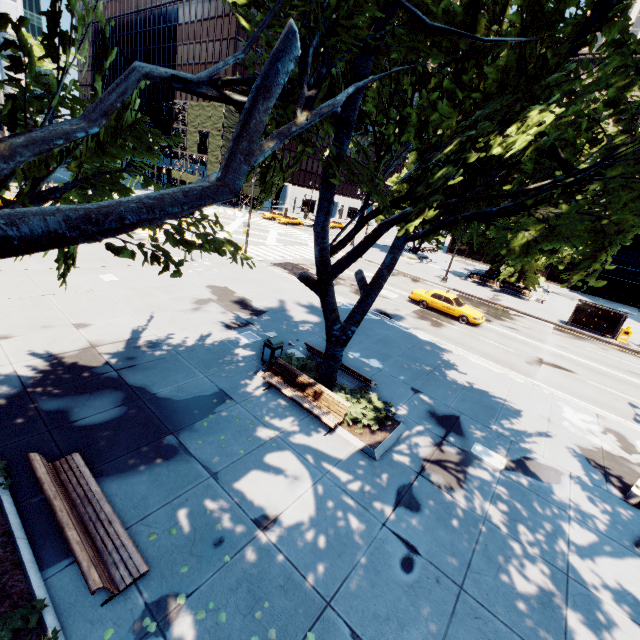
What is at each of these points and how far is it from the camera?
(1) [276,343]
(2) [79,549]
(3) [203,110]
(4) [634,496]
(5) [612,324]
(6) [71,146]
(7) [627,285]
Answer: (1) garbage can, 11.5m
(2) bench, 4.6m
(3) scaffolding, 53.6m
(4) pillar, 9.0m
(5) bus stop, 26.2m
(6) tree, 4.6m
(7) building, 46.8m

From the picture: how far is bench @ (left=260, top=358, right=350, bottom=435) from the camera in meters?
9.1 m

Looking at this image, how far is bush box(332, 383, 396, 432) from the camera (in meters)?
9.38

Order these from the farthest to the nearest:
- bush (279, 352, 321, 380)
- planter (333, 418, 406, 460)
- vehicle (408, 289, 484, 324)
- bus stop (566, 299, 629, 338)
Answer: bus stop (566, 299, 629, 338), vehicle (408, 289, 484, 324), bush (279, 352, 321, 380), planter (333, 418, 406, 460)

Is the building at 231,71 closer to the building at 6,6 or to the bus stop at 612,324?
the building at 6,6

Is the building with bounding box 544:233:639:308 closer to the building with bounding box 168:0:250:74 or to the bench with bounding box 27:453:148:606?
the building with bounding box 168:0:250:74

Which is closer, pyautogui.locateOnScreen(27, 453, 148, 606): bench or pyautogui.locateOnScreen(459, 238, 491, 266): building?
pyautogui.locateOnScreen(27, 453, 148, 606): bench

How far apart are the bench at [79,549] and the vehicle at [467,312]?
21.2 meters
